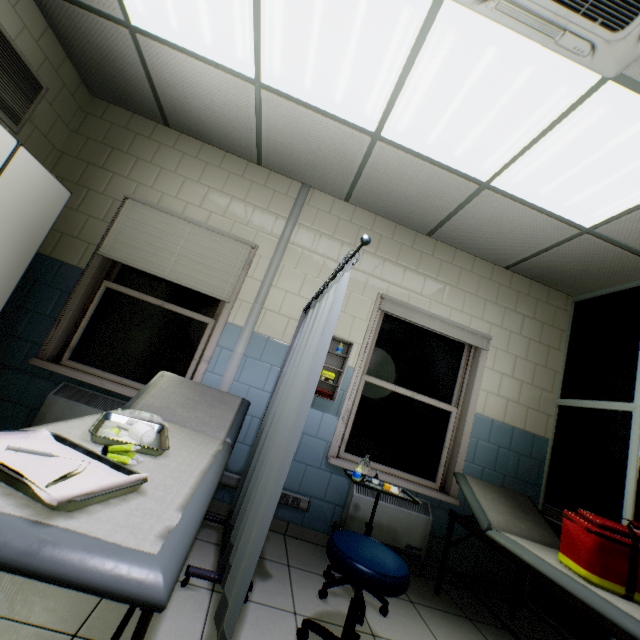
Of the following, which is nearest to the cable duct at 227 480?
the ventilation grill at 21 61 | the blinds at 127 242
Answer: the blinds at 127 242

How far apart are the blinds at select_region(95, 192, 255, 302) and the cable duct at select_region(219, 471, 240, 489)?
0.20m

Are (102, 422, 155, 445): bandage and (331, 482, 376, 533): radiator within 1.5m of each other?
no

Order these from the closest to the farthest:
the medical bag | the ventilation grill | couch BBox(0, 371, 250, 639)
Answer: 1. couch BBox(0, 371, 250, 639)
2. the medical bag
3. the ventilation grill

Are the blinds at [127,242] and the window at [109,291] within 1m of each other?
yes

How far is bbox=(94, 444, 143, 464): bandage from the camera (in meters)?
1.18

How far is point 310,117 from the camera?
2.6 meters

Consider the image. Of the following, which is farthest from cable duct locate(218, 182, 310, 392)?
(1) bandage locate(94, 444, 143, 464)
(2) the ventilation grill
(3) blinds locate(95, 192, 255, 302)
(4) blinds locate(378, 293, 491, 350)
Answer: (2) the ventilation grill
